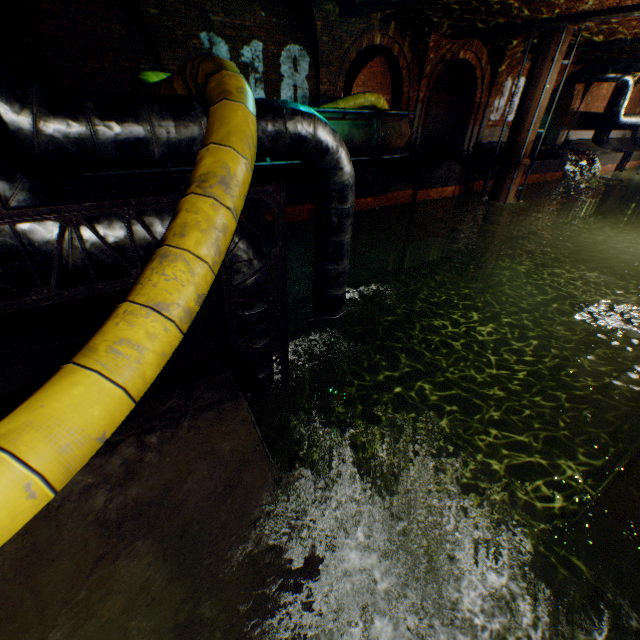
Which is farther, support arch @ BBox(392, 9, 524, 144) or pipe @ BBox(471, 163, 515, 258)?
pipe @ BBox(471, 163, 515, 258)

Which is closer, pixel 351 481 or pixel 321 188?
pixel 321 188

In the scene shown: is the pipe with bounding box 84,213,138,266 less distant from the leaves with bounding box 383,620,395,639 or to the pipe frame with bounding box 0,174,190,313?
the pipe frame with bounding box 0,174,190,313

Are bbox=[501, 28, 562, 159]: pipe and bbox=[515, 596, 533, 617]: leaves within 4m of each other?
no

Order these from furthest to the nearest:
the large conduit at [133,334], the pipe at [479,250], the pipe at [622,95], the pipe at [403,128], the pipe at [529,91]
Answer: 1. the pipe at [622,95]
2. the pipe at [479,250]
3. the pipe at [529,91]
4. the pipe at [403,128]
5. the large conduit at [133,334]

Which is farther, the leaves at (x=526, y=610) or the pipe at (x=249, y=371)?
the pipe at (x=249, y=371)

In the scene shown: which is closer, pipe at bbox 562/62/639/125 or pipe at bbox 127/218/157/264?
pipe at bbox 127/218/157/264

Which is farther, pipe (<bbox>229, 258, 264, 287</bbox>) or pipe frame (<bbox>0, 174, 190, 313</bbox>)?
pipe (<bbox>229, 258, 264, 287</bbox>)
